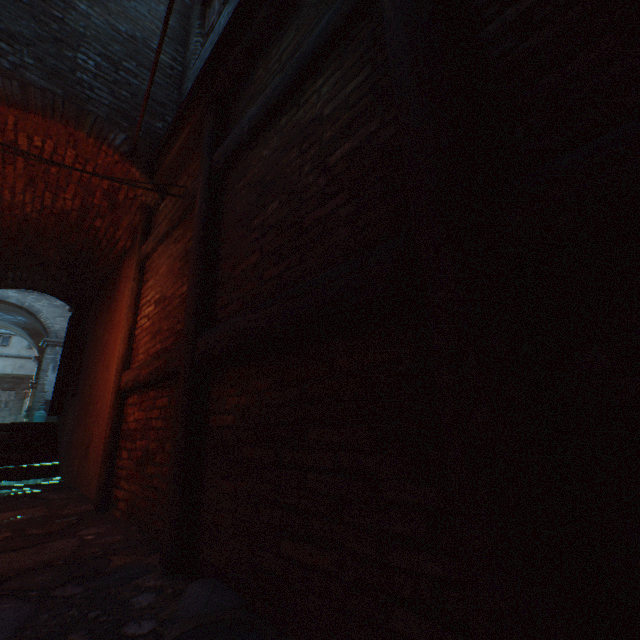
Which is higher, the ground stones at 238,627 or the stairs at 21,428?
the stairs at 21,428

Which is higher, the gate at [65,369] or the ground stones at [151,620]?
the gate at [65,369]

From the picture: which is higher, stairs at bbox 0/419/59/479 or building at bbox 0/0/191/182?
building at bbox 0/0/191/182

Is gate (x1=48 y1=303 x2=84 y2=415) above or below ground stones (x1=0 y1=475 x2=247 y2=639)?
above

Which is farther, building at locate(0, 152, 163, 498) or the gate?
the gate

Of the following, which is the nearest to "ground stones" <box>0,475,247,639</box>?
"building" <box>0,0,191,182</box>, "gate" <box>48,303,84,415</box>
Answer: "building" <box>0,0,191,182</box>

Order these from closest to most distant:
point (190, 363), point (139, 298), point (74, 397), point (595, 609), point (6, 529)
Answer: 1. point (595, 609)
2. point (190, 363)
3. point (6, 529)
4. point (139, 298)
5. point (74, 397)

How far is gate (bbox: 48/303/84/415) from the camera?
6.78m
